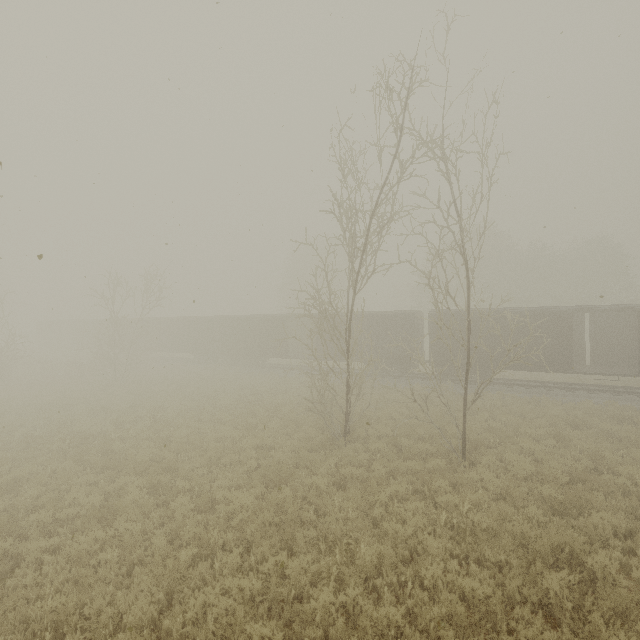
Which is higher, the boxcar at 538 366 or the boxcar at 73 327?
the boxcar at 73 327

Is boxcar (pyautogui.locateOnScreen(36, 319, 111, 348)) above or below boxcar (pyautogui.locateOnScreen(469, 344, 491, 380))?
above

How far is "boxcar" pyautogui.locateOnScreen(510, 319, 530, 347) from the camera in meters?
19.3 m

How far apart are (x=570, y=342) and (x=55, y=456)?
25.1m

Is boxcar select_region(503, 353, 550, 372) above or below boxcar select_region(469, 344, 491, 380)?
above

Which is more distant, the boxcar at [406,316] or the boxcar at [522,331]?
the boxcar at [406,316]

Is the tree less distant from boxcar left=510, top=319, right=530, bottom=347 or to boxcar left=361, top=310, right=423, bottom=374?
boxcar left=510, top=319, right=530, bottom=347
